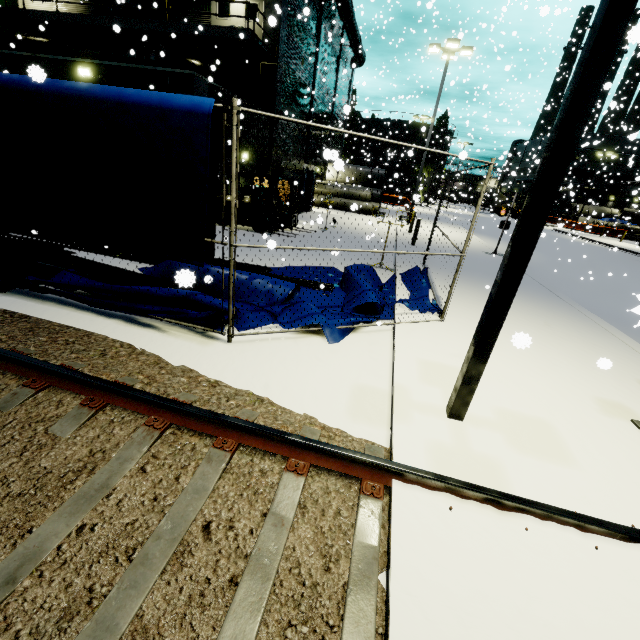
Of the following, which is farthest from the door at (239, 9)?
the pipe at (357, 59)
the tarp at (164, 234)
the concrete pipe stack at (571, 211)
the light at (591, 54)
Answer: the concrete pipe stack at (571, 211)

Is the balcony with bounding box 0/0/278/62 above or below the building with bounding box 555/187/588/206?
above

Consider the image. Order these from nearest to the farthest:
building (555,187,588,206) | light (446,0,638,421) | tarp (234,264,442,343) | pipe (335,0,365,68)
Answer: light (446,0,638,421) → tarp (234,264,442,343) → pipe (335,0,365,68) → building (555,187,588,206)

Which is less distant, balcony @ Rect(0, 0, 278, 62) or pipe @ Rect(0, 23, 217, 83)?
balcony @ Rect(0, 0, 278, 62)

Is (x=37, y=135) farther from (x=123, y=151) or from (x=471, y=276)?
(x=471, y=276)

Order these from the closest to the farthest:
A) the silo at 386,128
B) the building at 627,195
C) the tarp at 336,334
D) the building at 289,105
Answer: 1. the tarp at 336,334
2. the building at 289,105
3. the building at 627,195
4. the silo at 386,128

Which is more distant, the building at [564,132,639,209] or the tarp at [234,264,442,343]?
the building at [564,132,639,209]
